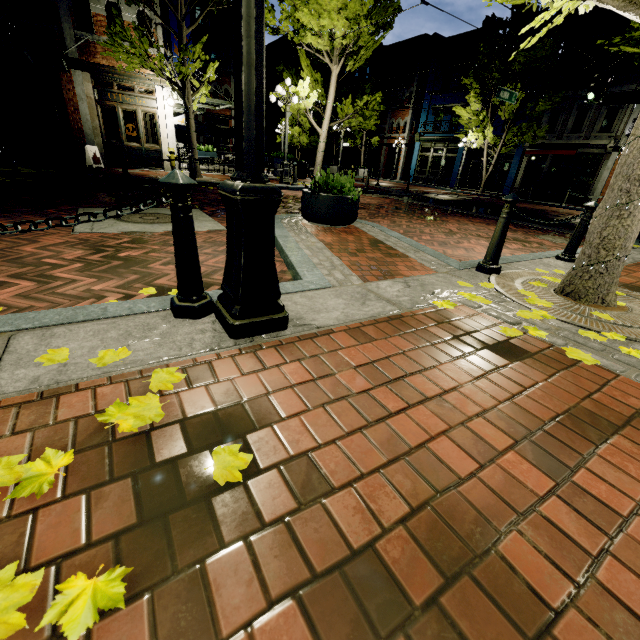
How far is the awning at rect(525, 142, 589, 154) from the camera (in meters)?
19.89

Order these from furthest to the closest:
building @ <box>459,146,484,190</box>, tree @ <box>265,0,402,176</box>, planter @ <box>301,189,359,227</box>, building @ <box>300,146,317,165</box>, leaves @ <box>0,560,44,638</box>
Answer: building @ <box>300,146,317,165</box> < building @ <box>459,146,484,190</box> < tree @ <box>265,0,402,176</box> < planter @ <box>301,189,359,227</box> < leaves @ <box>0,560,44,638</box>

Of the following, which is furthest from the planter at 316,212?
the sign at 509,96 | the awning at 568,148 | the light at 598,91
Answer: the awning at 568,148

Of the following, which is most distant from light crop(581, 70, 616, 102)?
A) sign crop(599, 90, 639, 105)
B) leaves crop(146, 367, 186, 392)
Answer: leaves crop(146, 367, 186, 392)

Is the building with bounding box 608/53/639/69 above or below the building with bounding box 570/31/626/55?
below

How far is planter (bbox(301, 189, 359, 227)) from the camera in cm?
524

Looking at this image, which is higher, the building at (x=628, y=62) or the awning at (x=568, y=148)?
the building at (x=628, y=62)

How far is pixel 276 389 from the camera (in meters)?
1.58
